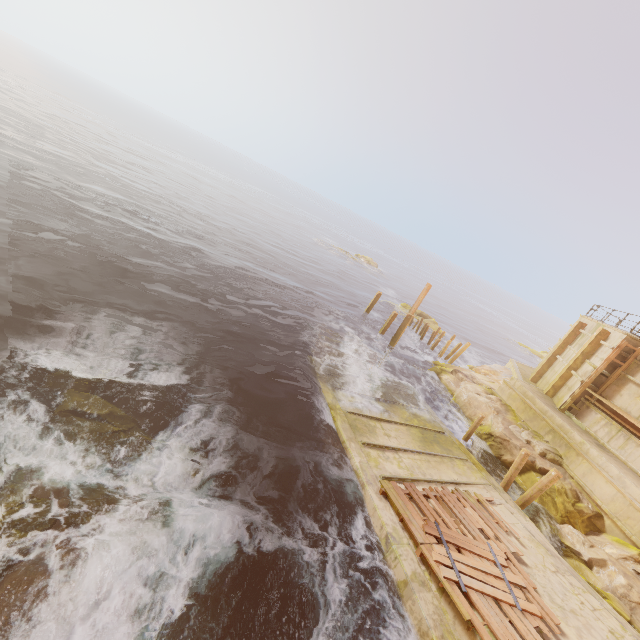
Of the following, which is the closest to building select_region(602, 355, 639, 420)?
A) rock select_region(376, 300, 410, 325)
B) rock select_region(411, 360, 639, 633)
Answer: rock select_region(411, 360, 639, 633)

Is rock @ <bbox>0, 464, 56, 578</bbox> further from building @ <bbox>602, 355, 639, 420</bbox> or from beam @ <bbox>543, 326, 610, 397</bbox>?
beam @ <bbox>543, 326, 610, 397</bbox>

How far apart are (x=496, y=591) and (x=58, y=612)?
9.00m

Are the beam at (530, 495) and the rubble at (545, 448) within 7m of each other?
yes

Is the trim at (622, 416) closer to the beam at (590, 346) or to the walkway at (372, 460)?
the beam at (590, 346)

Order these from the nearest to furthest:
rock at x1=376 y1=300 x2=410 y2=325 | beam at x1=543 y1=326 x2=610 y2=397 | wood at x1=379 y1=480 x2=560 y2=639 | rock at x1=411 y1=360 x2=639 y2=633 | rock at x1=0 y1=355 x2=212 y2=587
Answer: rock at x1=0 y1=355 x2=212 y2=587 < wood at x1=379 y1=480 x2=560 y2=639 < rock at x1=411 y1=360 x2=639 y2=633 < beam at x1=543 y1=326 x2=610 y2=397 < rock at x1=376 y1=300 x2=410 y2=325

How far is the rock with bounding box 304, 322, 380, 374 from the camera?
18.2 meters

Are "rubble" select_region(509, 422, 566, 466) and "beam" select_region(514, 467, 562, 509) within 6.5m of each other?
yes
